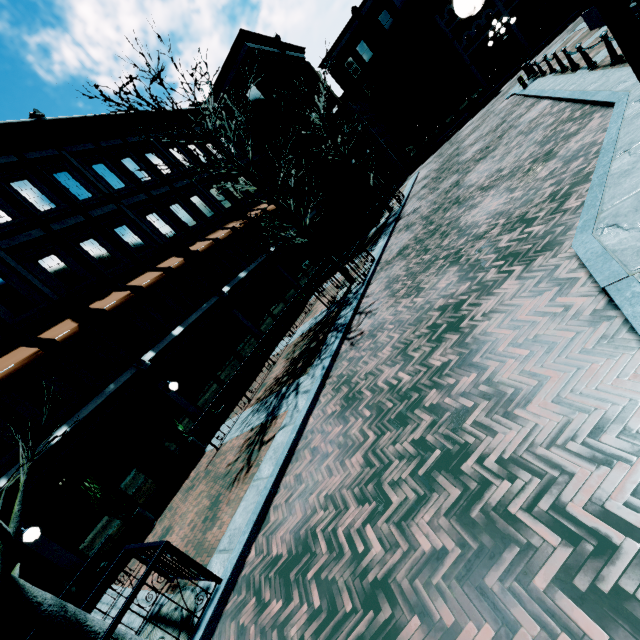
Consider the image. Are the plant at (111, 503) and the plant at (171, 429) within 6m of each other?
yes

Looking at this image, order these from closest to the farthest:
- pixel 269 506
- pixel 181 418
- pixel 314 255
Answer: pixel 269 506 → pixel 181 418 → pixel 314 255

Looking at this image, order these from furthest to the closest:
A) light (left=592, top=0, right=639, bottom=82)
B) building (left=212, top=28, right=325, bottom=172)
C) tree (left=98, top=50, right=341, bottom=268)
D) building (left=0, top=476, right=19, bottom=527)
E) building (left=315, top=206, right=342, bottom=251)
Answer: building (left=315, top=206, right=342, bottom=251) → building (left=212, top=28, right=325, bottom=172) → tree (left=98, top=50, right=341, bottom=268) → building (left=0, top=476, right=19, bottom=527) → light (left=592, top=0, right=639, bottom=82)

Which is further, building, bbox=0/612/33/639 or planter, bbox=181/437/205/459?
planter, bbox=181/437/205/459

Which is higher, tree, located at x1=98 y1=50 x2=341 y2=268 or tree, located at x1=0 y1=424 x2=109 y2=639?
tree, located at x1=98 y1=50 x2=341 y2=268

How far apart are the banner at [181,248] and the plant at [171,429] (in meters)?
6.38

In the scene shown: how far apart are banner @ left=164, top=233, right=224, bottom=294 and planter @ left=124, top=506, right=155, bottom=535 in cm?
891

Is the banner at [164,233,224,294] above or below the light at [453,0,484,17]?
above
